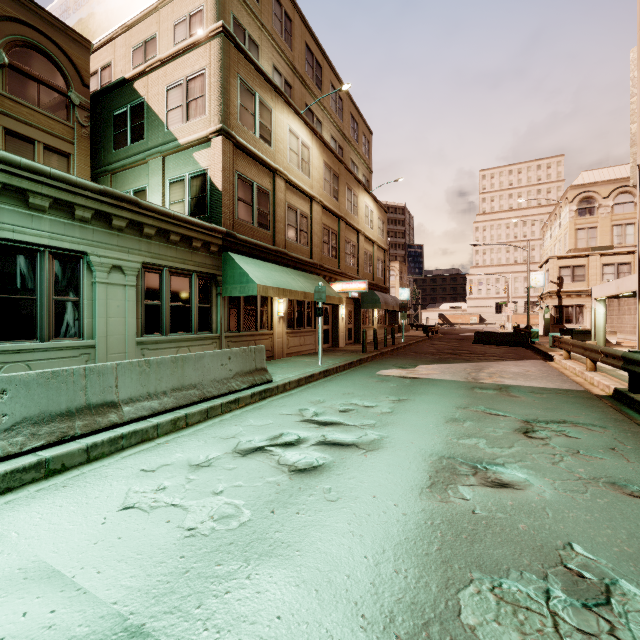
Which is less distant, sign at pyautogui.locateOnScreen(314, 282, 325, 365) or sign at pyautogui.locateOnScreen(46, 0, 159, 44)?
sign at pyautogui.locateOnScreen(314, 282, 325, 365)

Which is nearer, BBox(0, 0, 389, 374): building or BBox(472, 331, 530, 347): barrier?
BBox(0, 0, 389, 374): building

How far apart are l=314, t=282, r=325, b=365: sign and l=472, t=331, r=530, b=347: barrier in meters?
16.4

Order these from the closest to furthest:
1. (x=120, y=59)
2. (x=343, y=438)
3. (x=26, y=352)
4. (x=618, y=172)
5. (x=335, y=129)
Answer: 1. (x=343, y=438)
2. (x=26, y=352)
3. (x=120, y=59)
4. (x=335, y=129)
5. (x=618, y=172)

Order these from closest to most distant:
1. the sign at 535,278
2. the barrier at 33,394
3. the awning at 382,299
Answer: the barrier at 33,394
the awning at 382,299
the sign at 535,278

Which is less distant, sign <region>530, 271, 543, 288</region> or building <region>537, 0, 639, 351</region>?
building <region>537, 0, 639, 351</region>

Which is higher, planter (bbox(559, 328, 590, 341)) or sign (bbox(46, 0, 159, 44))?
sign (bbox(46, 0, 159, 44))

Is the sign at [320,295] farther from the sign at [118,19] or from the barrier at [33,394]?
the sign at [118,19]
